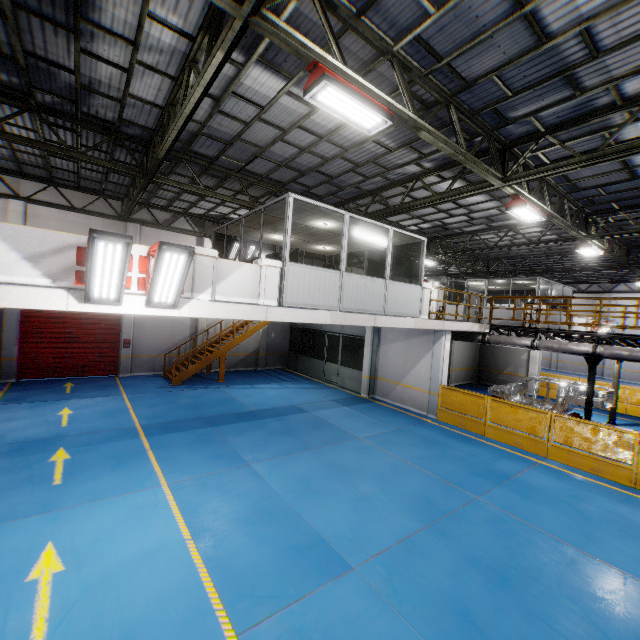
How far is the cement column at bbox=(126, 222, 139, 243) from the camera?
16.50m

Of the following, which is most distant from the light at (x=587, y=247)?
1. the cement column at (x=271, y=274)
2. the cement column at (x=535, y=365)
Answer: the cement column at (x=271, y=274)

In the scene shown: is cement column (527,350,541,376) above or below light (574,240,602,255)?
below

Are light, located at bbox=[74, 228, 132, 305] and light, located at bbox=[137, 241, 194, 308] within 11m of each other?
yes

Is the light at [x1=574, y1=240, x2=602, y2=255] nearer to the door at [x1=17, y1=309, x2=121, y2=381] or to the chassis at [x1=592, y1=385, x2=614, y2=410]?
the chassis at [x1=592, y1=385, x2=614, y2=410]

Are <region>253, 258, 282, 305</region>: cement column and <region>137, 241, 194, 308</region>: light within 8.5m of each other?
yes

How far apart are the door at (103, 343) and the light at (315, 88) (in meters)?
15.36

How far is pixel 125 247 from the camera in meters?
5.4
